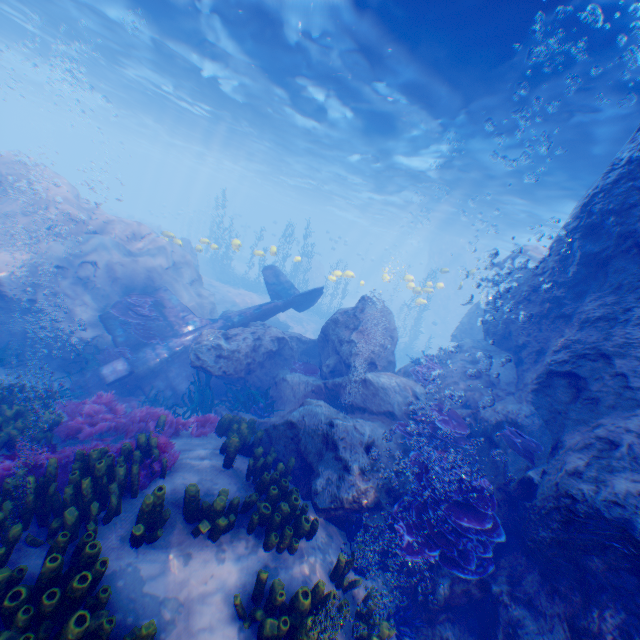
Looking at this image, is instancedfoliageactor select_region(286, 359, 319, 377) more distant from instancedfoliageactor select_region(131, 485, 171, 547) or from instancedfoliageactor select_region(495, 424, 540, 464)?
instancedfoliageactor select_region(131, 485, 171, 547)

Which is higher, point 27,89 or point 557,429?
point 27,89

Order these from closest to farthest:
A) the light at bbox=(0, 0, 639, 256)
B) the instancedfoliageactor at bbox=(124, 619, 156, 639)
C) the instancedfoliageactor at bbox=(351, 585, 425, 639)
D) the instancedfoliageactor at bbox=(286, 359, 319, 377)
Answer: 1. the instancedfoliageactor at bbox=(124, 619, 156, 639)
2. the instancedfoliageactor at bbox=(351, 585, 425, 639)
3. the light at bbox=(0, 0, 639, 256)
4. the instancedfoliageactor at bbox=(286, 359, 319, 377)

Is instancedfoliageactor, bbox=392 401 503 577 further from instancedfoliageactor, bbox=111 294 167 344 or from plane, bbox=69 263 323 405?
plane, bbox=69 263 323 405

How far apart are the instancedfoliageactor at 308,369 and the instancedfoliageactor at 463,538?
4.9m

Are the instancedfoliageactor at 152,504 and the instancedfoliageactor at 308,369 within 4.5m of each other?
no

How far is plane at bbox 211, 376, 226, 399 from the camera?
11.7m

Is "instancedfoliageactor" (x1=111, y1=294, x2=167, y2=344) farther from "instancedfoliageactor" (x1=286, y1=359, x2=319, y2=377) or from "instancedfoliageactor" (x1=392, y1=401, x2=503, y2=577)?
"instancedfoliageactor" (x1=286, y1=359, x2=319, y2=377)
